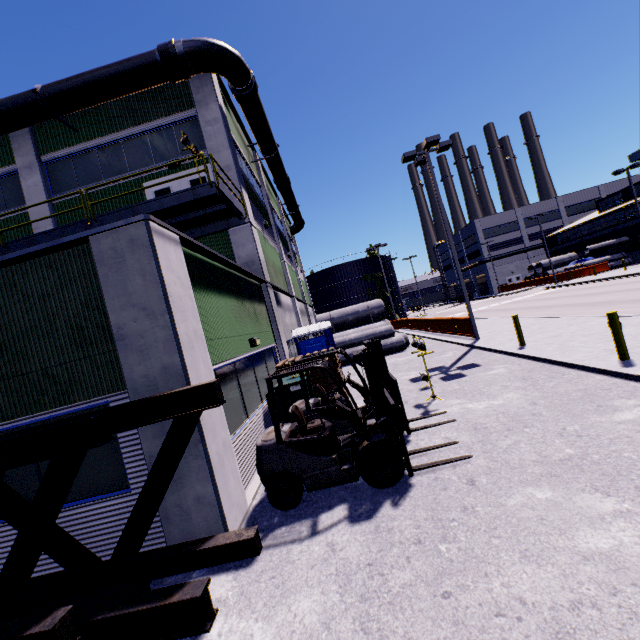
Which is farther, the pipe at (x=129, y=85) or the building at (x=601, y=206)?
the building at (x=601, y=206)

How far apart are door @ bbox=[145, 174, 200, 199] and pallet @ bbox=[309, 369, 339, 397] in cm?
660

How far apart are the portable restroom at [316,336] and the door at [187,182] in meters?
5.8

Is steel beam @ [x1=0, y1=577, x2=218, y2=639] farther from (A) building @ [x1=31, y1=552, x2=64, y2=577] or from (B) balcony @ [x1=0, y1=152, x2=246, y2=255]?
(B) balcony @ [x1=0, y1=152, x2=246, y2=255]

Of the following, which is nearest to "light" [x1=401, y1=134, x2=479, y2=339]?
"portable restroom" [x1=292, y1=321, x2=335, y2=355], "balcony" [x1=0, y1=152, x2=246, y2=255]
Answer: "portable restroom" [x1=292, y1=321, x2=335, y2=355]

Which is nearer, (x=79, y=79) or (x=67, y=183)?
(x=79, y=79)

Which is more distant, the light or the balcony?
Answer: the light

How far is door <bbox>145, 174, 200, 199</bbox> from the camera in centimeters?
1316cm
